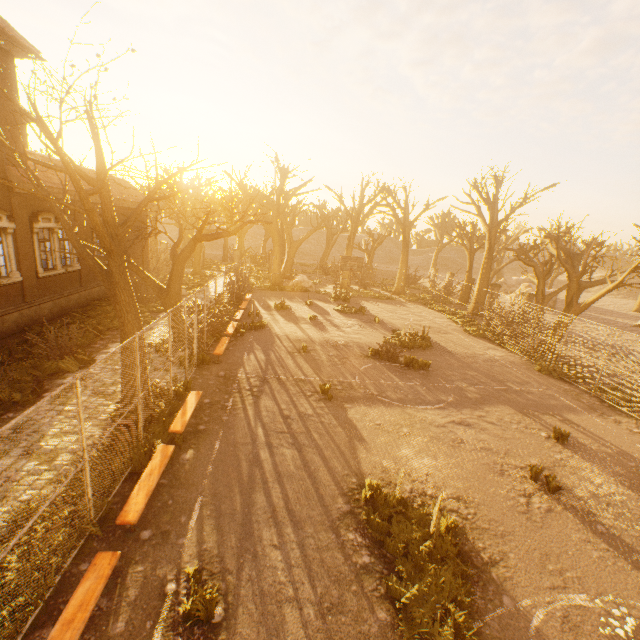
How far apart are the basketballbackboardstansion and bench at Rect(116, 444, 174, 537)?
18.4m

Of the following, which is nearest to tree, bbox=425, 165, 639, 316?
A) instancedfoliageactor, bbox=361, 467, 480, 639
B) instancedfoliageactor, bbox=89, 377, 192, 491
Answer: instancedfoliageactor, bbox=89, 377, 192, 491

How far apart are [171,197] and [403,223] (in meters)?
25.52

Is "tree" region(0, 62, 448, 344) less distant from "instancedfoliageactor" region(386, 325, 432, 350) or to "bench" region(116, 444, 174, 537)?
"bench" region(116, 444, 174, 537)

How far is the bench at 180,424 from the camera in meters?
7.8 m

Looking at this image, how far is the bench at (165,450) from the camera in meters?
5.4 m

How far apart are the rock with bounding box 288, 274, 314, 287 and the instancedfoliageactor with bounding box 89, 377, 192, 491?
23.2m

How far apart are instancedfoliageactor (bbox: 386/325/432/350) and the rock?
14.6m
